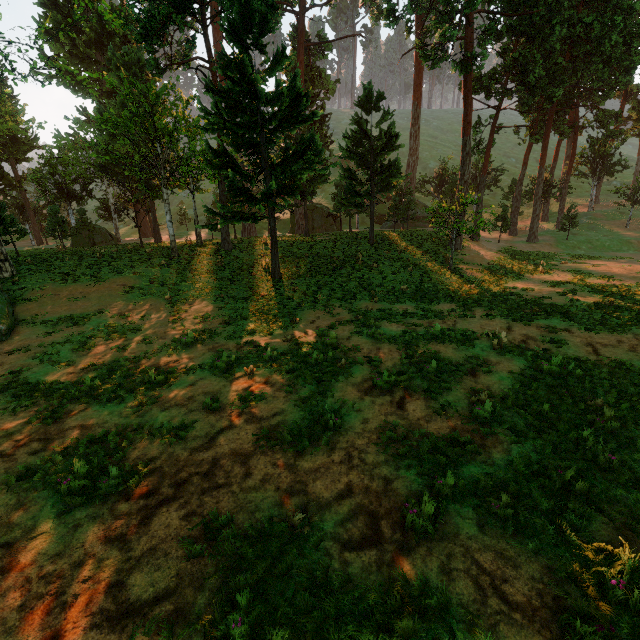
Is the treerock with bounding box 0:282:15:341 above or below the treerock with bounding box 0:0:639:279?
below

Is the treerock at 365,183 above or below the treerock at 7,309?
above

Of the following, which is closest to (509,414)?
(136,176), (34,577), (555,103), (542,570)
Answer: (542,570)

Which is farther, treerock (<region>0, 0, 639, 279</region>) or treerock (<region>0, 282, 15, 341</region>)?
treerock (<region>0, 0, 639, 279</region>)

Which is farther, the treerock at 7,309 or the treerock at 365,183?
the treerock at 365,183
